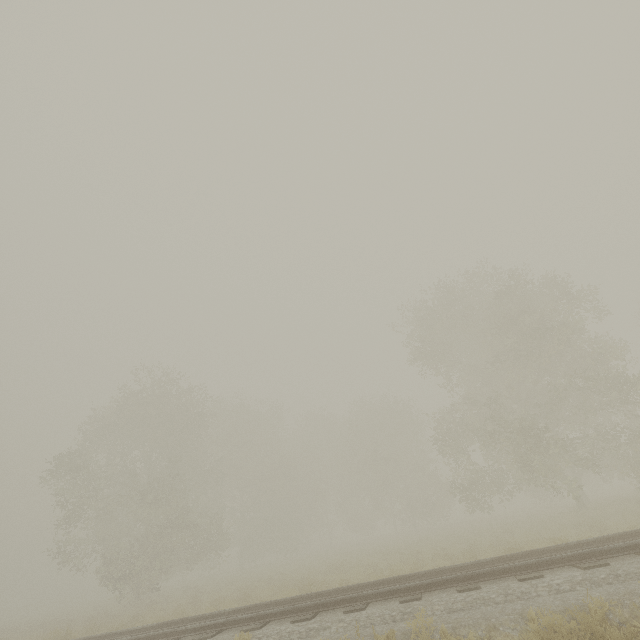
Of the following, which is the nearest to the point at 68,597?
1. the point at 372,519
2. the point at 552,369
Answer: the point at 372,519
